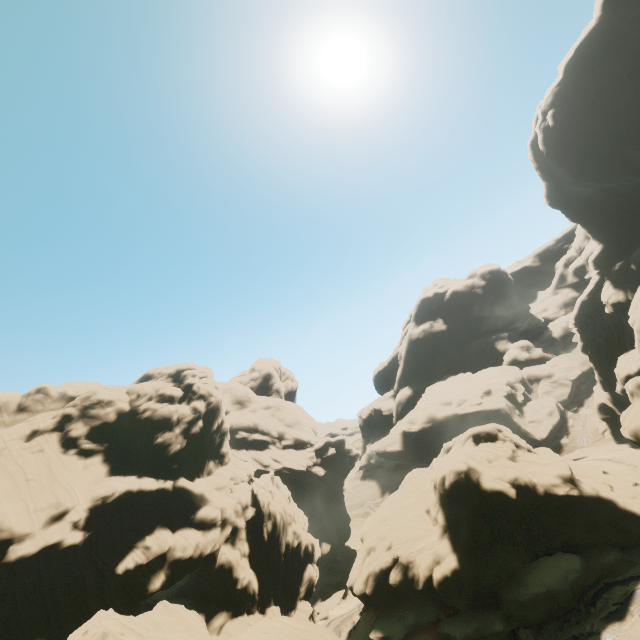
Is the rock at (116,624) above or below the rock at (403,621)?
above

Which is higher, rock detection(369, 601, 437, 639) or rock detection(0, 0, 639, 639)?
rock detection(0, 0, 639, 639)

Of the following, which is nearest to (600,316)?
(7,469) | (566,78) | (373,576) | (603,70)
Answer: (603,70)

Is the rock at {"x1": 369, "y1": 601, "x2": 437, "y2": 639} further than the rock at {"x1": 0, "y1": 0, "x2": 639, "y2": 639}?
Yes

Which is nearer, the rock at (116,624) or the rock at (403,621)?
the rock at (116,624)
